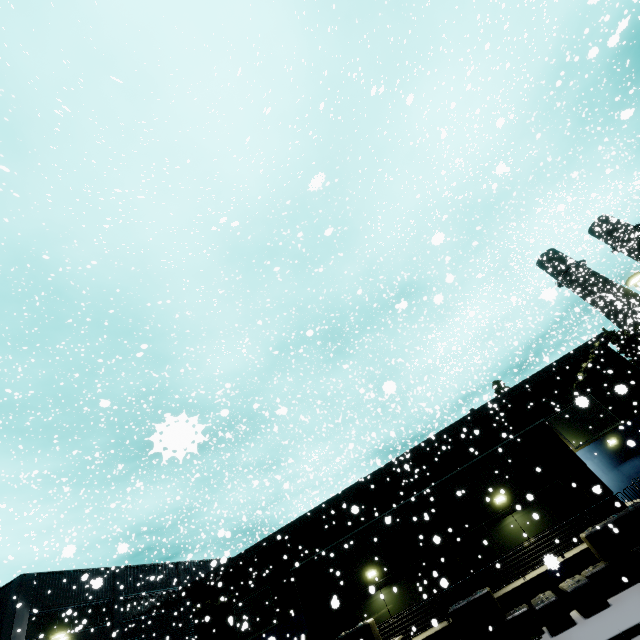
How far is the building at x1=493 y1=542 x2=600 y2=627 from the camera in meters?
13.2 m

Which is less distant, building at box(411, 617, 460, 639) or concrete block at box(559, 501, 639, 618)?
concrete block at box(559, 501, 639, 618)

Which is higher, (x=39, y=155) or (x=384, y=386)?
(x=39, y=155)

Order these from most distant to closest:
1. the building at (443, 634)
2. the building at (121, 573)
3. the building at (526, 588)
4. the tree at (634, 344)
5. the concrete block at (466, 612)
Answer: the tree at (634, 344) < the building at (121, 573) < the building at (443, 634) < the building at (526, 588) < the concrete block at (466, 612)

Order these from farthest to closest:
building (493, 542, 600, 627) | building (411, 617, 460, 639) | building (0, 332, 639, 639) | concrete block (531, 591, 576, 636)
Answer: building (0, 332, 639, 639) → building (411, 617, 460, 639) → building (493, 542, 600, 627) → concrete block (531, 591, 576, 636)

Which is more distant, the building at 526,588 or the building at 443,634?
the building at 443,634

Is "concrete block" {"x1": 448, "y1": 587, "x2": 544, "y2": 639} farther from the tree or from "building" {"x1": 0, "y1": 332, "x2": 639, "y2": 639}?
the tree
